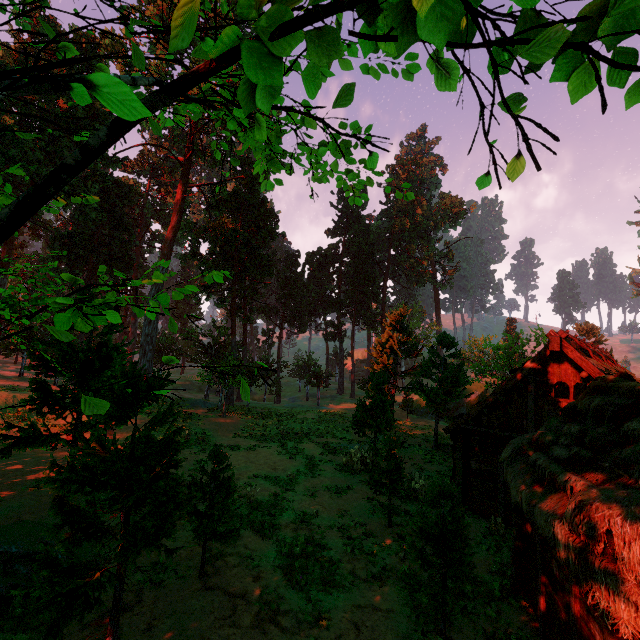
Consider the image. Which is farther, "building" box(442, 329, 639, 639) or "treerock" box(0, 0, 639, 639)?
"building" box(442, 329, 639, 639)

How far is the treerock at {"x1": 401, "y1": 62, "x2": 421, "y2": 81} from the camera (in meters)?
4.43

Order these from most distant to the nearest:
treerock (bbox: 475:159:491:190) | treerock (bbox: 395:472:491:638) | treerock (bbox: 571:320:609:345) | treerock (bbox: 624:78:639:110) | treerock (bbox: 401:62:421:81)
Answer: treerock (bbox: 571:320:609:345) → treerock (bbox: 395:472:491:638) → treerock (bbox: 401:62:421:81) → treerock (bbox: 475:159:491:190) → treerock (bbox: 624:78:639:110)

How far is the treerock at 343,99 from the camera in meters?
3.1

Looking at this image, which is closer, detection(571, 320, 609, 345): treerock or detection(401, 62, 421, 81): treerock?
detection(401, 62, 421, 81): treerock

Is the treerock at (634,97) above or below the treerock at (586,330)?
below

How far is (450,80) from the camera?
2.3 meters
